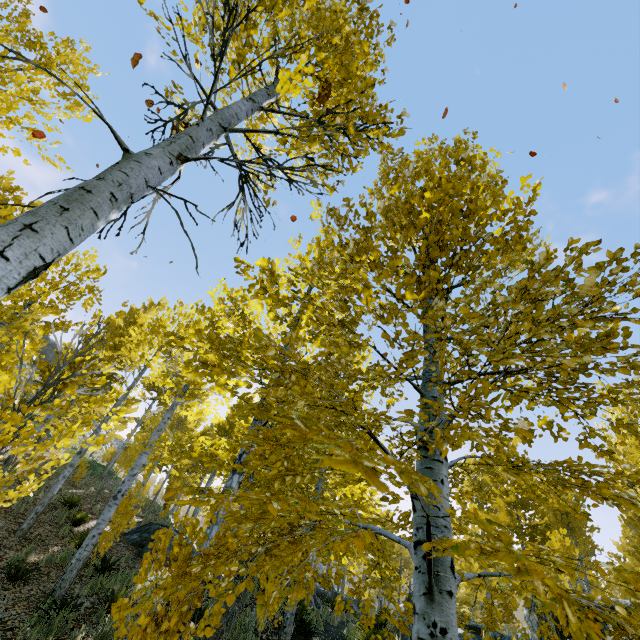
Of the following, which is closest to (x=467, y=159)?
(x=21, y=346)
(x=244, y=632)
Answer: (x=244, y=632)

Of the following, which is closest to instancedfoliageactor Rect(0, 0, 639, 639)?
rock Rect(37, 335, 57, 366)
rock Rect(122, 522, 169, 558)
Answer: rock Rect(122, 522, 169, 558)

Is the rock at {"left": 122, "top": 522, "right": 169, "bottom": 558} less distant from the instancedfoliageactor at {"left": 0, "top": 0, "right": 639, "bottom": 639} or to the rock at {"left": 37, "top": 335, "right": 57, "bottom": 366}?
the instancedfoliageactor at {"left": 0, "top": 0, "right": 639, "bottom": 639}

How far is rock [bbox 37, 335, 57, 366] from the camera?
39.2m

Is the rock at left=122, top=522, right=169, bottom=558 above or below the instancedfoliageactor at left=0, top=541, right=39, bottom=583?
above

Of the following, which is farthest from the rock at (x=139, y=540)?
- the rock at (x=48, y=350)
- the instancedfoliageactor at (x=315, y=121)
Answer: the rock at (x=48, y=350)
